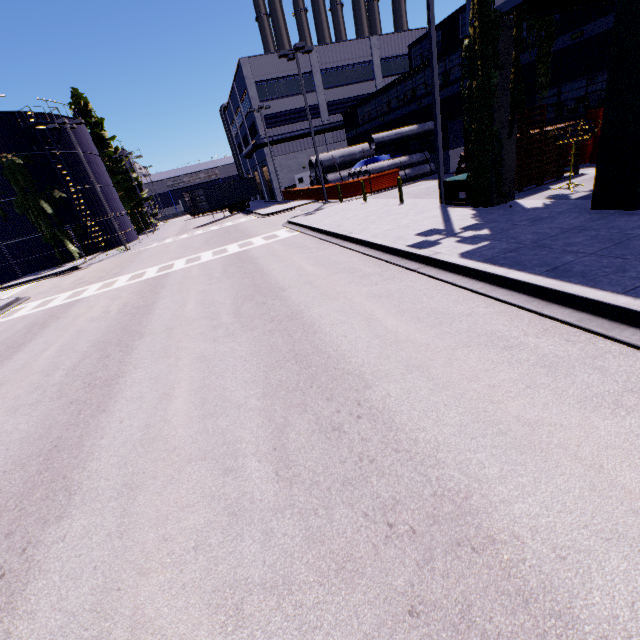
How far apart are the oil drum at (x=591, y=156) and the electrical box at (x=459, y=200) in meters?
6.3 m

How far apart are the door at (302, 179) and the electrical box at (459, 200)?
19.5 meters

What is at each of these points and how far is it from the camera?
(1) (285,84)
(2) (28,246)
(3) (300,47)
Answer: (1) building, 37.28m
(2) silo, 27.58m
(3) light, 20.84m

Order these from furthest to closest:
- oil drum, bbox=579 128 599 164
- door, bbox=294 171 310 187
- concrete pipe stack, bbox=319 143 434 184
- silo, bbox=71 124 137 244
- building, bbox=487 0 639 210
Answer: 1. door, bbox=294 171 310 187
2. silo, bbox=71 124 137 244
3. concrete pipe stack, bbox=319 143 434 184
4. oil drum, bbox=579 128 599 164
5. building, bbox=487 0 639 210

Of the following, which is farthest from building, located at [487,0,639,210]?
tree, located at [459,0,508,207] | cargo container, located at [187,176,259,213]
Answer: cargo container, located at [187,176,259,213]

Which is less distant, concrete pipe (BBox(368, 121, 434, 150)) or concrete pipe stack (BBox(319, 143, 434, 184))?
concrete pipe (BBox(368, 121, 434, 150))

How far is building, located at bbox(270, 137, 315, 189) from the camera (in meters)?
39.38

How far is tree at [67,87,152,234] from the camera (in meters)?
40.09
